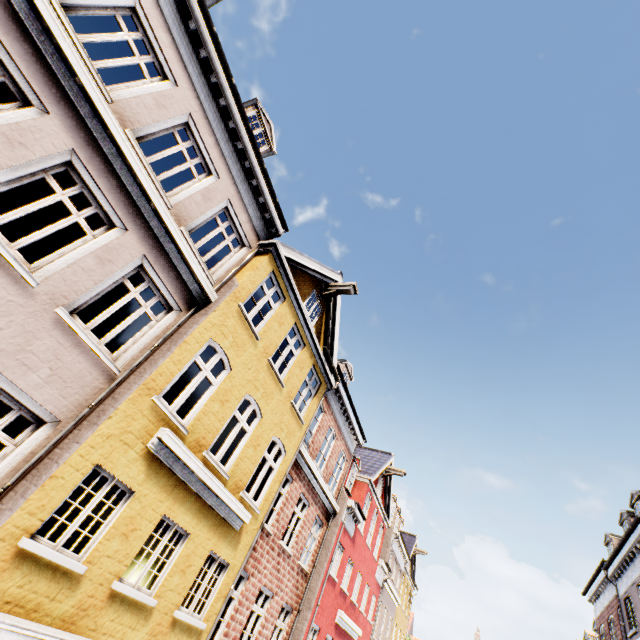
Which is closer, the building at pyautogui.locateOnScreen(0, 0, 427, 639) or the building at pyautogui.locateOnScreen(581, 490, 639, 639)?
the building at pyautogui.locateOnScreen(0, 0, 427, 639)

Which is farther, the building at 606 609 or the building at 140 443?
the building at 606 609

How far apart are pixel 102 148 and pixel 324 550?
15.65m
